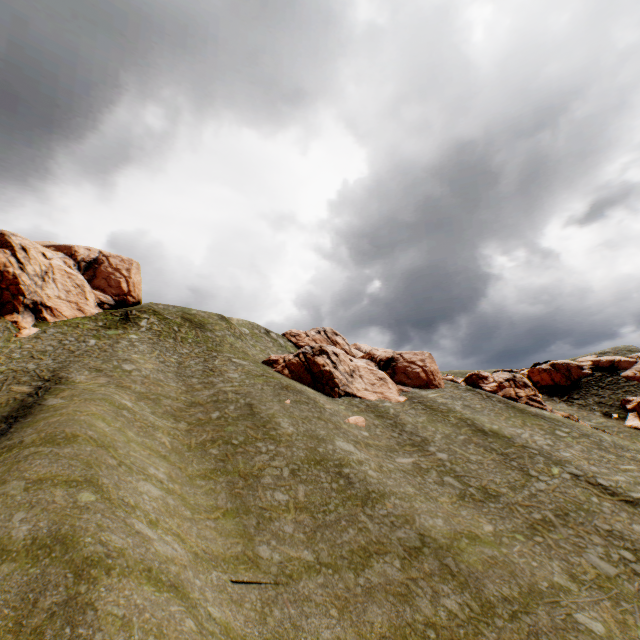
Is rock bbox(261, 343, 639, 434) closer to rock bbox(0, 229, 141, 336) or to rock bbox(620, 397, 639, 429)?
rock bbox(620, 397, 639, 429)

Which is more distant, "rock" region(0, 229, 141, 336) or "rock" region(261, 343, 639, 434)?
"rock" region(261, 343, 639, 434)

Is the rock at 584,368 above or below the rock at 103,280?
below

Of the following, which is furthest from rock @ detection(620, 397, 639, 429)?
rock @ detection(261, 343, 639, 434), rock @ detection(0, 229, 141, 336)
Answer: rock @ detection(0, 229, 141, 336)

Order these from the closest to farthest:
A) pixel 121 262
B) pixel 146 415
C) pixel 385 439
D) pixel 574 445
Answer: pixel 146 415
pixel 385 439
pixel 574 445
pixel 121 262

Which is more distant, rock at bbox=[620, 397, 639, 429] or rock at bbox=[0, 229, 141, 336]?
rock at bbox=[620, 397, 639, 429]

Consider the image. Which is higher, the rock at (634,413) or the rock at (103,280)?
the rock at (103,280)
